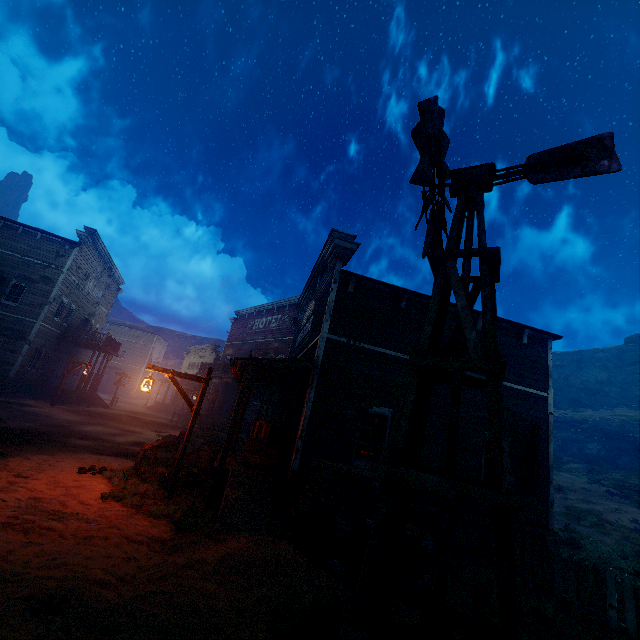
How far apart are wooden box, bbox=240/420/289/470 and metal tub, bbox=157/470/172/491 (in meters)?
1.08

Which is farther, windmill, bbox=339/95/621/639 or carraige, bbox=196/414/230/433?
carraige, bbox=196/414/230/433

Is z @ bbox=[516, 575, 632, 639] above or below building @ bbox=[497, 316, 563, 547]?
below

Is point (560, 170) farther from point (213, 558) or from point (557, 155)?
point (213, 558)

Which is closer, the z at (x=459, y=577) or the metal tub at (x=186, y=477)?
the z at (x=459, y=577)

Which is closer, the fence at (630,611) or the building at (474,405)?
the fence at (630,611)

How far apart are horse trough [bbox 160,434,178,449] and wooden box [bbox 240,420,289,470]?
6.1m
